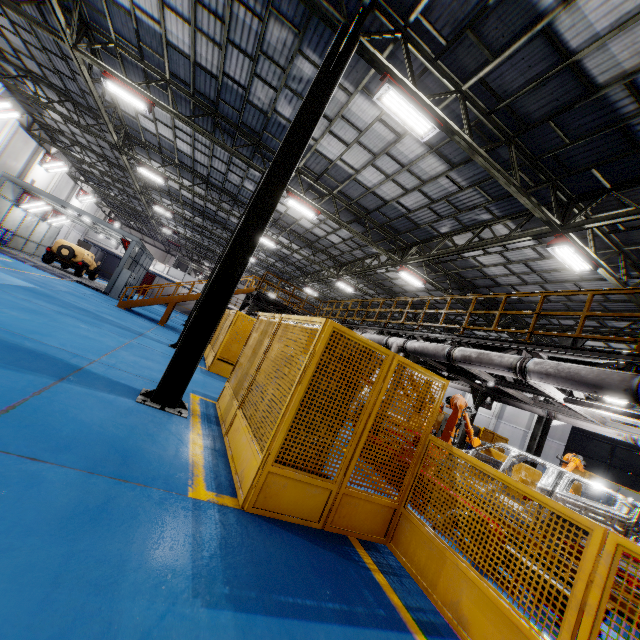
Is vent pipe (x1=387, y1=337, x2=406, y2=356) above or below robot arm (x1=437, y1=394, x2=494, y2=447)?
above

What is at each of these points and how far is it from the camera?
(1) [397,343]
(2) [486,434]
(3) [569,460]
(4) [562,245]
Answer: (1) vent pipe, 10.80m
(2) metal panel, 15.77m
(3) robot arm, 9.16m
(4) light, 9.13m

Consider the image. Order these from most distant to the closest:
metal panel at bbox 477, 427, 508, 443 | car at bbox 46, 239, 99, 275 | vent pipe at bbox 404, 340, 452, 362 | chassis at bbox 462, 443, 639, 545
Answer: car at bbox 46, 239, 99, 275 → metal panel at bbox 477, 427, 508, 443 → vent pipe at bbox 404, 340, 452, 362 → chassis at bbox 462, 443, 639, 545

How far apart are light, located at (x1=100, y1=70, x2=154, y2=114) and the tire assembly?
15.2m

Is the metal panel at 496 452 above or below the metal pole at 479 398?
below

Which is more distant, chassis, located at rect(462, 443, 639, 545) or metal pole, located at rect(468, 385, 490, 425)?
metal pole, located at rect(468, 385, 490, 425)

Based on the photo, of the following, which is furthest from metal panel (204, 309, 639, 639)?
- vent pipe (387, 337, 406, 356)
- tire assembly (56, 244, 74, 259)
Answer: tire assembly (56, 244, 74, 259)

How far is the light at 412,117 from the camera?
6.86m
